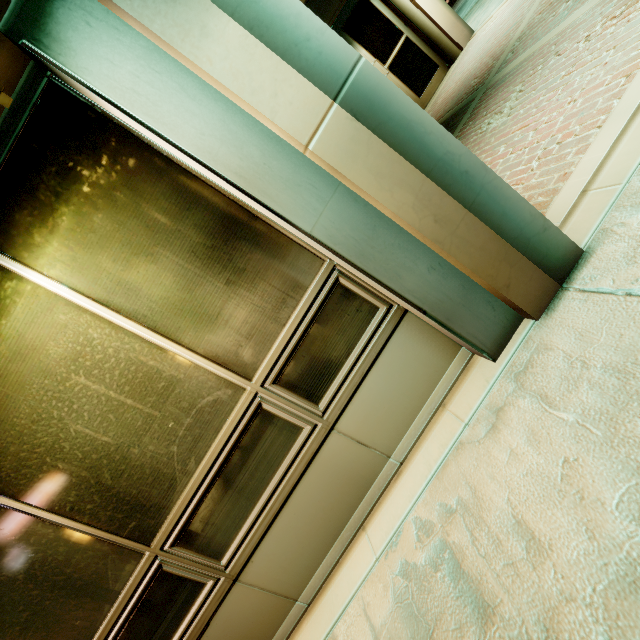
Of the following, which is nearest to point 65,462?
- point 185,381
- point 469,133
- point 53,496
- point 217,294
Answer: point 53,496
